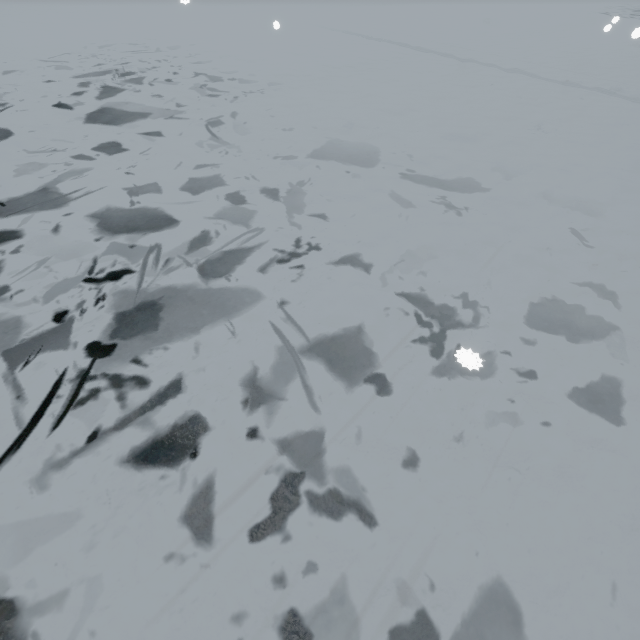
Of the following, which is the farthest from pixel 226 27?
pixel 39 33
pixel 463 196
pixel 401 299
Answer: pixel 401 299
